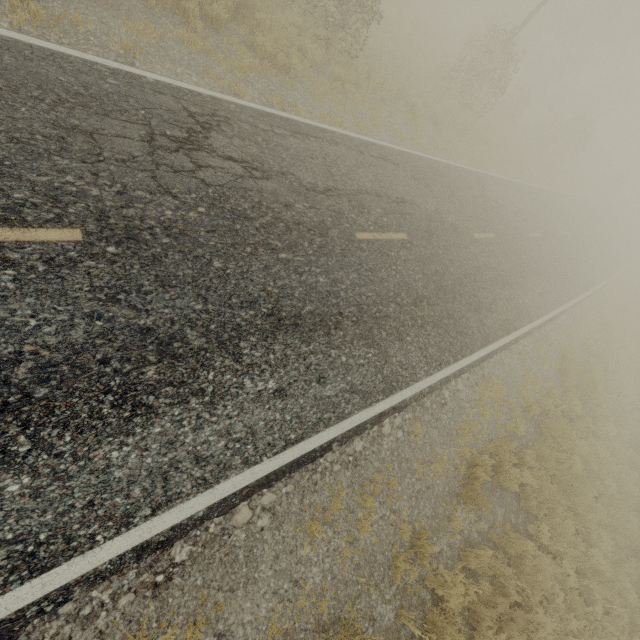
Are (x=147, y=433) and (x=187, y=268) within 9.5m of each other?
yes
